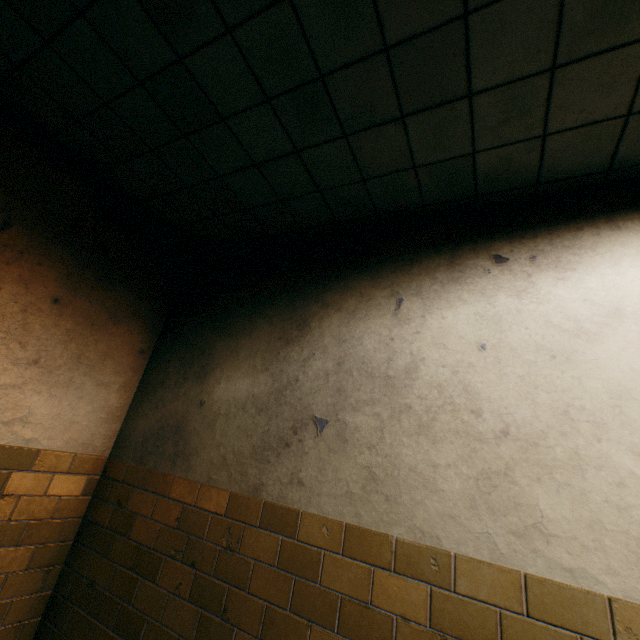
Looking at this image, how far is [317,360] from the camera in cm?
217
